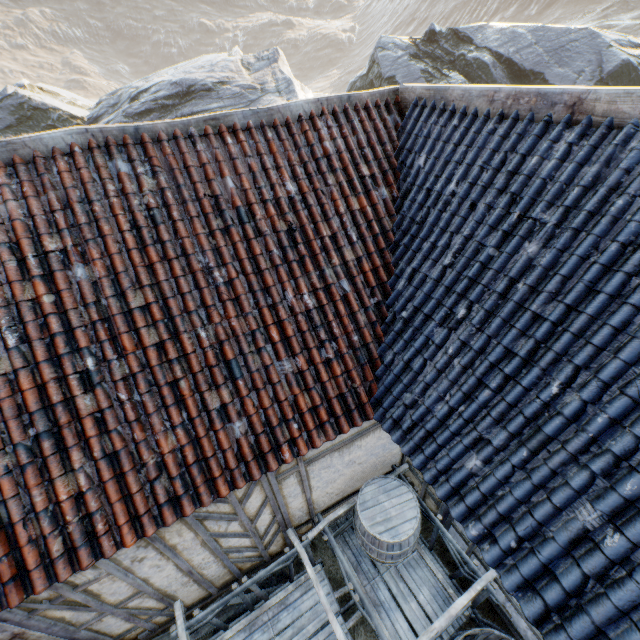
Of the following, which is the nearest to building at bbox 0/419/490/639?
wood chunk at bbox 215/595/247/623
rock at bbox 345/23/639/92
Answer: wood chunk at bbox 215/595/247/623

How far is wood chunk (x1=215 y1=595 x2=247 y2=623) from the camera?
4.8m

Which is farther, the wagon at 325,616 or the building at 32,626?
the wagon at 325,616

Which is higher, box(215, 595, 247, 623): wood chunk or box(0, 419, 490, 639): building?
box(0, 419, 490, 639): building

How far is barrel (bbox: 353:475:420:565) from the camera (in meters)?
4.53

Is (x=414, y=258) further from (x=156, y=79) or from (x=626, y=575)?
(x=156, y=79)

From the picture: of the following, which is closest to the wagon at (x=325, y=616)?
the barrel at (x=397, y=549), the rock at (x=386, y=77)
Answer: the barrel at (x=397, y=549)

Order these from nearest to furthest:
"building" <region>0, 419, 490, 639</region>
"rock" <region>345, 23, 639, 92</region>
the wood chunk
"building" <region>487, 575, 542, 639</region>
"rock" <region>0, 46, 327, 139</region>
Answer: "building" <region>0, 419, 490, 639</region> → "building" <region>487, 575, 542, 639</region> → the wood chunk → "rock" <region>345, 23, 639, 92</region> → "rock" <region>0, 46, 327, 139</region>
